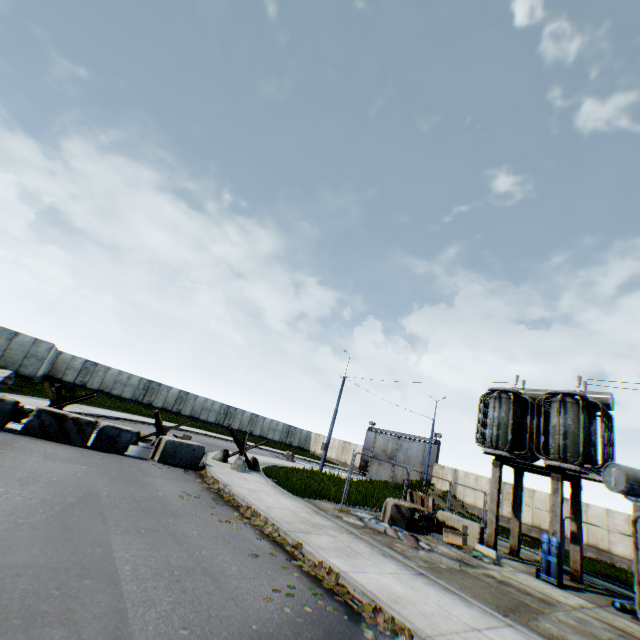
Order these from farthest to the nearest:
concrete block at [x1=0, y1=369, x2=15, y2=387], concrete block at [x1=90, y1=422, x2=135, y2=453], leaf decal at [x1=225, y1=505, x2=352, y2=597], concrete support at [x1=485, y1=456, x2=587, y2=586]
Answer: concrete block at [x1=0, y1=369, x2=15, y2=387] < concrete support at [x1=485, y1=456, x2=587, y2=586] < concrete block at [x1=90, y1=422, x2=135, y2=453] < leaf decal at [x1=225, y1=505, x2=352, y2=597]

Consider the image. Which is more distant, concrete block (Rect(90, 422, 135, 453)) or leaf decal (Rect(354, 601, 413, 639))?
concrete block (Rect(90, 422, 135, 453))

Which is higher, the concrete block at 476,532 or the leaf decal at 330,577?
the concrete block at 476,532

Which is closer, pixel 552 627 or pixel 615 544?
pixel 552 627

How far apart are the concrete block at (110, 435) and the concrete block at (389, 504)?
9.7m

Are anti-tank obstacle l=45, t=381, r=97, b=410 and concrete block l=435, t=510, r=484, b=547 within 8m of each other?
no

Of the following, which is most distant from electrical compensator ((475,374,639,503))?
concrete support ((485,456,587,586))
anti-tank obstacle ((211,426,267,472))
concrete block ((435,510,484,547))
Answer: anti-tank obstacle ((211,426,267,472))

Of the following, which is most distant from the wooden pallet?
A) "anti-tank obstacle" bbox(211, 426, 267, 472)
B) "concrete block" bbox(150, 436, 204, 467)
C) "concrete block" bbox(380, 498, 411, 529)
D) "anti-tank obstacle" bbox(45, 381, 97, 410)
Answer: "anti-tank obstacle" bbox(45, 381, 97, 410)
